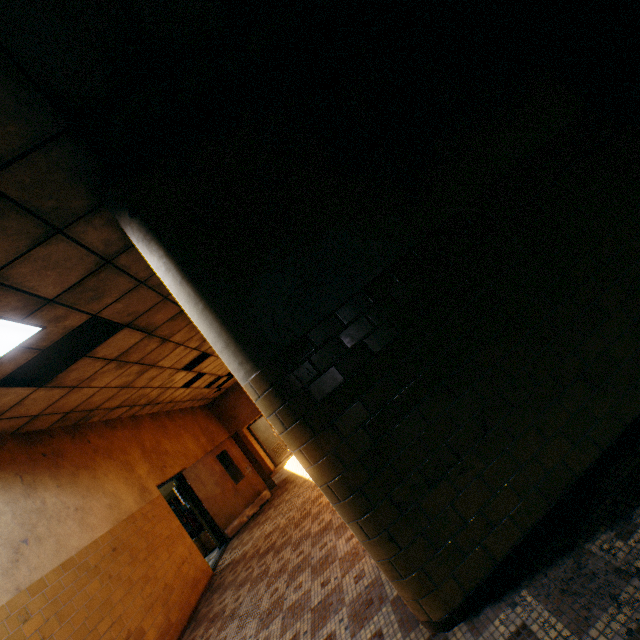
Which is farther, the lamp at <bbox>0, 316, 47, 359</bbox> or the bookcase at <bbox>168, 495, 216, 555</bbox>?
the bookcase at <bbox>168, 495, 216, 555</bbox>

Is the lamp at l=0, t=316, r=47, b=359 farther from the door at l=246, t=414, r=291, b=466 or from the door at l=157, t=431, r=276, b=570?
the door at l=246, t=414, r=291, b=466

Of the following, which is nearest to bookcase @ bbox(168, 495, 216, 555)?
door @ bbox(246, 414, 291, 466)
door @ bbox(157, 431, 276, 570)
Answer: door @ bbox(157, 431, 276, 570)

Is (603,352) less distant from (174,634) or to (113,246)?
(113,246)

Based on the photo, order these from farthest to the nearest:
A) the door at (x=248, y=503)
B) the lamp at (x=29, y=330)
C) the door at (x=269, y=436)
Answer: the door at (x=269, y=436)
the door at (x=248, y=503)
the lamp at (x=29, y=330)

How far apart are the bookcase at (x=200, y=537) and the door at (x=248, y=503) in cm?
58

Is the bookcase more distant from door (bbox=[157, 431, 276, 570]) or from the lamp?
the lamp

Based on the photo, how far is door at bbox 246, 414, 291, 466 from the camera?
14.4 meters
